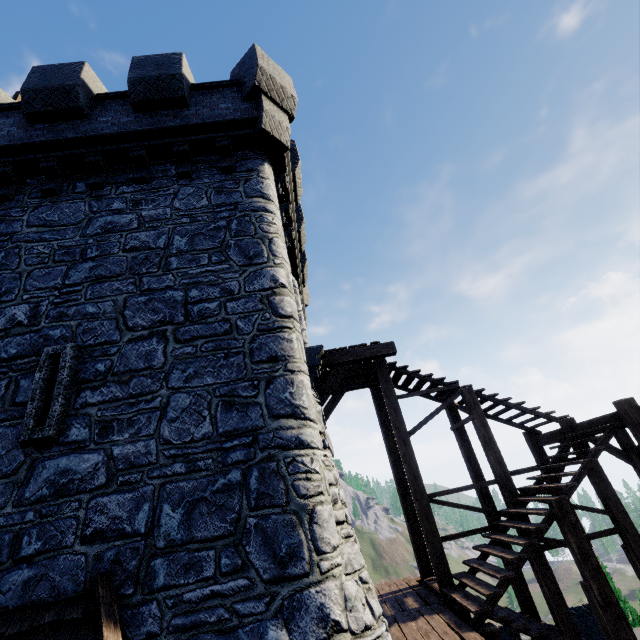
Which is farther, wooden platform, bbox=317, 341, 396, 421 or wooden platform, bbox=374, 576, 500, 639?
wooden platform, bbox=317, 341, 396, 421

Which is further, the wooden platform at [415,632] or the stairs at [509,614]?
the stairs at [509,614]

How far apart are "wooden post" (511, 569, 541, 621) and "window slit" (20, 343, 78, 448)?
10.9 meters

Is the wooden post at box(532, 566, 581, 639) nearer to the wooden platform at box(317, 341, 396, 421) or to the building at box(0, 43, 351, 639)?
the building at box(0, 43, 351, 639)

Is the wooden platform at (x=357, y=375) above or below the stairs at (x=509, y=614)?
above

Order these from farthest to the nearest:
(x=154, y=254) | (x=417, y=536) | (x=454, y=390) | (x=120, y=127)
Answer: (x=454, y=390), (x=417, y=536), (x=120, y=127), (x=154, y=254)

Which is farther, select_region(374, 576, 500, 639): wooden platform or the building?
select_region(374, 576, 500, 639): wooden platform

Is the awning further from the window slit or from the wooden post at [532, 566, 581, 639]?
the wooden post at [532, 566, 581, 639]
